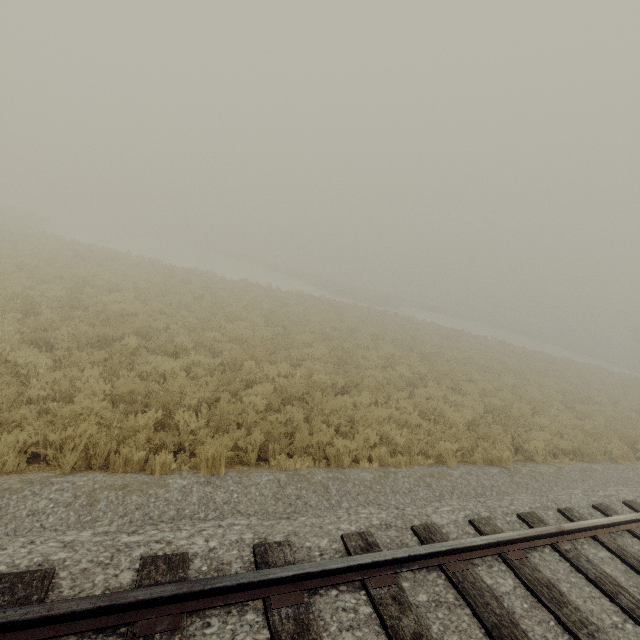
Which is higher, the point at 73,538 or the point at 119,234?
the point at 73,538
